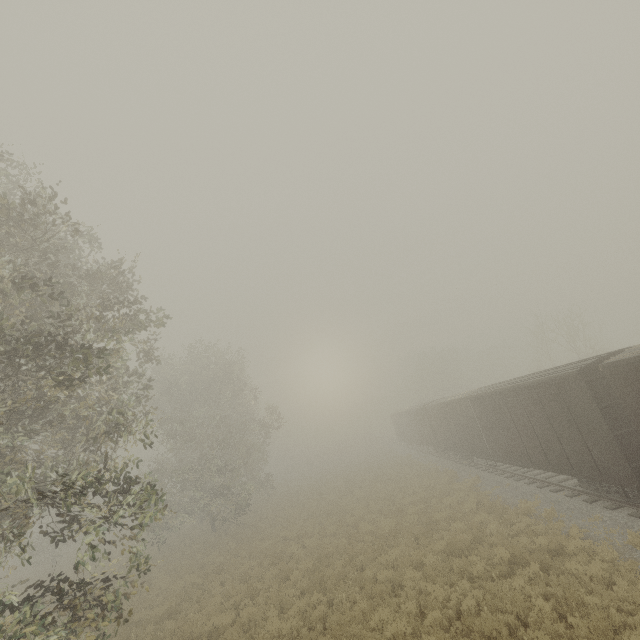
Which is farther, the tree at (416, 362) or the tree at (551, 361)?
the tree at (416, 362)

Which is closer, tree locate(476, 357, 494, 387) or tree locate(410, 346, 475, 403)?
tree locate(410, 346, 475, 403)

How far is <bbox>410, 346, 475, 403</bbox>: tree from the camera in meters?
53.1 m

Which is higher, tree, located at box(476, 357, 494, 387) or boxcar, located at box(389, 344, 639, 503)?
tree, located at box(476, 357, 494, 387)

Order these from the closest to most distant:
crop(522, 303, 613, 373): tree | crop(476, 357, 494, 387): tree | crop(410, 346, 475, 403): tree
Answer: crop(522, 303, 613, 373): tree → crop(410, 346, 475, 403): tree → crop(476, 357, 494, 387): tree

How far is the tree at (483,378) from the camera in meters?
56.1

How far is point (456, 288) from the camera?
27.0m
